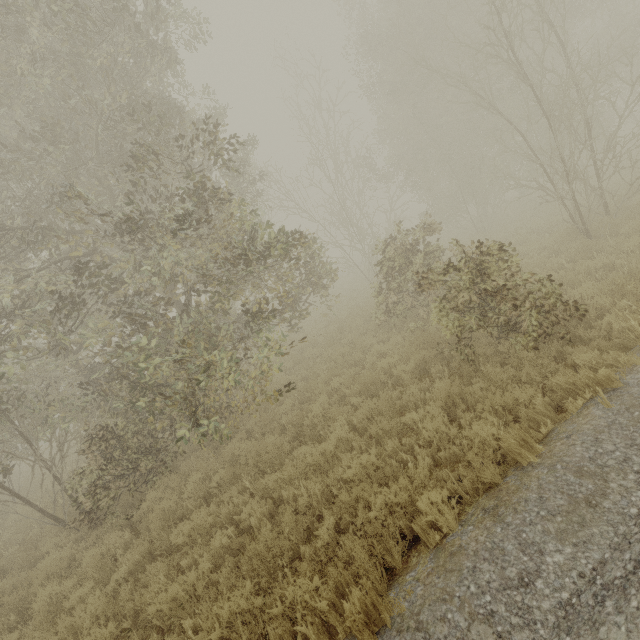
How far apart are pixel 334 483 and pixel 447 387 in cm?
271
